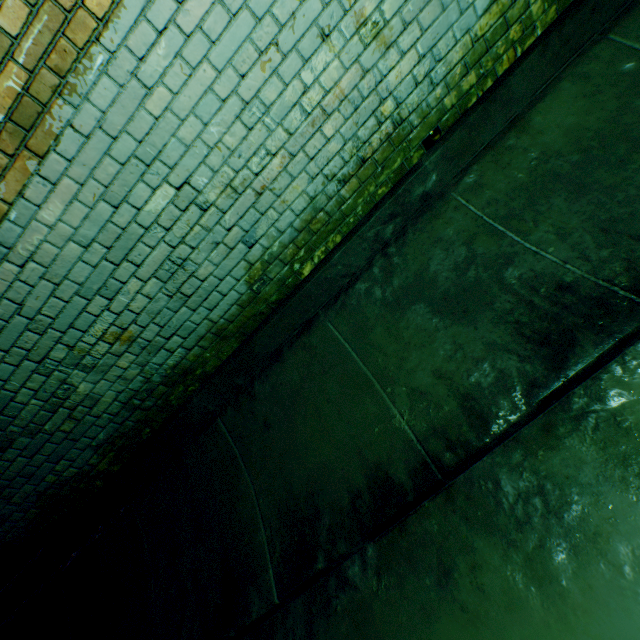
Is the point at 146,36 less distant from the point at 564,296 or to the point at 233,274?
the point at 233,274
